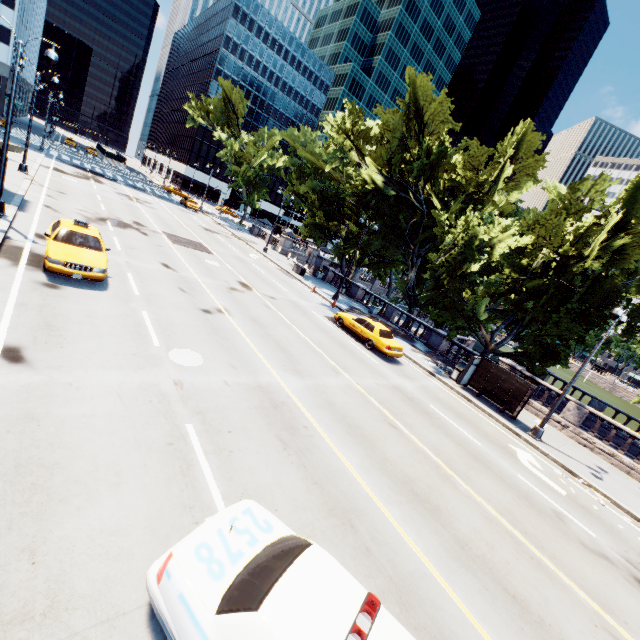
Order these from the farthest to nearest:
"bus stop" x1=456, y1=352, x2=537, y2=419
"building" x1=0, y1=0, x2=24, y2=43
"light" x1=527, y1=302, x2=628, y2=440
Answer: "building" x1=0, y1=0, x2=24, y2=43 → "bus stop" x1=456, y1=352, x2=537, y2=419 → "light" x1=527, y1=302, x2=628, y2=440

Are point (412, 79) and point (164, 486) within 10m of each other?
no

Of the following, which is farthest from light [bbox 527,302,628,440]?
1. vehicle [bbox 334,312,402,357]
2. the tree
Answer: vehicle [bbox 334,312,402,357]

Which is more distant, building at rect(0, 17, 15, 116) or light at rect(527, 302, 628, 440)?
building at rect(0, 17, 15, 116)

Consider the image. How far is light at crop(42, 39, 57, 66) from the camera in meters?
13.0 m

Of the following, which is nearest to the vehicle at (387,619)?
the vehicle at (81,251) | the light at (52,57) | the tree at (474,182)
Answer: the vehicle at (81,251)

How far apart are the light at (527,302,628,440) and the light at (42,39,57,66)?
25.92m

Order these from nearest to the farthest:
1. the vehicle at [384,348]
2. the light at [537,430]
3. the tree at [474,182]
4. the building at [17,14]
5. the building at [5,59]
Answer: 1. the light at [537,430]
2. the vehicle at [384,348]
3. the tree at [474,182]
4. the building at [17,14]
5. the building at [5,59]
